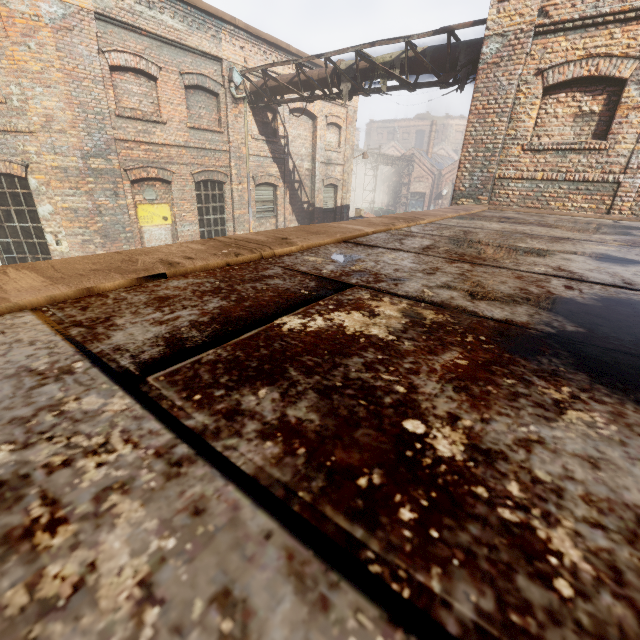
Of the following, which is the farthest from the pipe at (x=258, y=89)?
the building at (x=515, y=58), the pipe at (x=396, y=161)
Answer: the pipe at (x=396, y=161)

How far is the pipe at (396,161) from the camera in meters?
27.3

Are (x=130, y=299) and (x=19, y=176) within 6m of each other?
no

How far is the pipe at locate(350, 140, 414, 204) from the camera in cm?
2730

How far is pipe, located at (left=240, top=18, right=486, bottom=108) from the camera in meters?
7.3

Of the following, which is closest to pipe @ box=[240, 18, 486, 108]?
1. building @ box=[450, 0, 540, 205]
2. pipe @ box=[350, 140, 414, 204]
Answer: building @ box=[450, 0, 540, 205]
